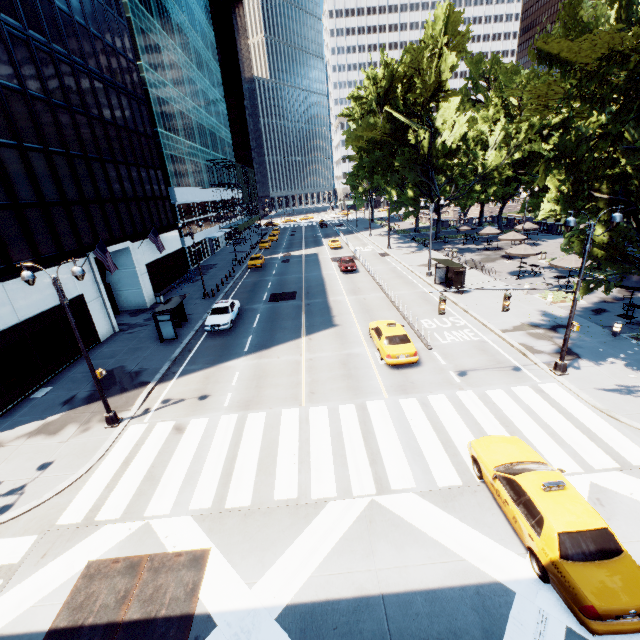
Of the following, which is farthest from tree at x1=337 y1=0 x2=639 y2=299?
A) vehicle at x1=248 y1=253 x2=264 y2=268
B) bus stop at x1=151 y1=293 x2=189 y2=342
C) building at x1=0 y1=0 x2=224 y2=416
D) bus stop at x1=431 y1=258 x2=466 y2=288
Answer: building at x1=0 y1=0 x2=224 y2=416

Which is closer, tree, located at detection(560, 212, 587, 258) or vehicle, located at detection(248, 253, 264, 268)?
tree, located at detection(560, 212, 587, 258)

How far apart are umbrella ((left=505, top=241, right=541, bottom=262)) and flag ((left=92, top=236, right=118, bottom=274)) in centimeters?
3218cm

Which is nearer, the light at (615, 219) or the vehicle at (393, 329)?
the light at (615, 219)

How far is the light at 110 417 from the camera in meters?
12.0

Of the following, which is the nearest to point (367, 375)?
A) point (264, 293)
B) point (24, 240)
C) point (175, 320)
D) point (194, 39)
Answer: point (175, 320)

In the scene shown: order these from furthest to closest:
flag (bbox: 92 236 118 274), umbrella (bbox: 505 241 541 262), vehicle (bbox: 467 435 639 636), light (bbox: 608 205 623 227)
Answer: umbrella (bbox: 505 241 541 262) < flag (bbox: 92 236 118 274) < light (bbox: 608 205 623 227) < vehicle (bbox: 467 435 639 636)

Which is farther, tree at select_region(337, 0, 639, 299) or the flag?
the flag
